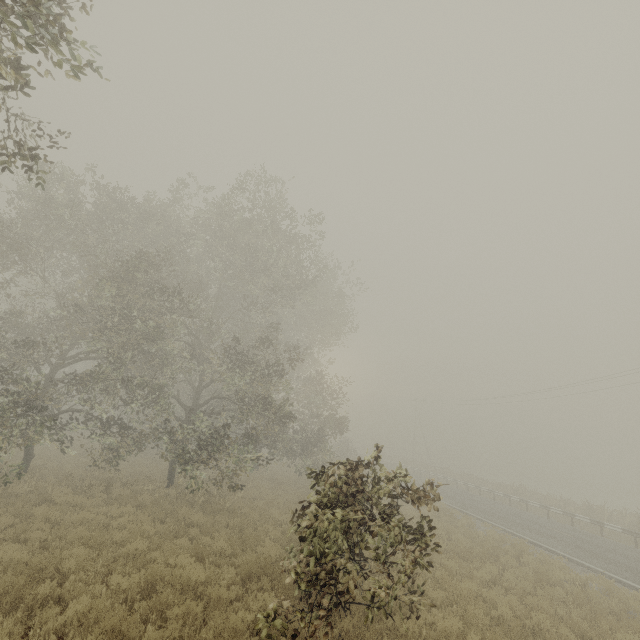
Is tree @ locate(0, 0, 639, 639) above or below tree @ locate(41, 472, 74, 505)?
above

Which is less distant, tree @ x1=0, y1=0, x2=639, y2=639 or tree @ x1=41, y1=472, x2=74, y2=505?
tree @ x1=0, y1=0, x2=639, y2=639

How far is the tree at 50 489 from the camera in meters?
11.7

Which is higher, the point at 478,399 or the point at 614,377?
the point at 614,377

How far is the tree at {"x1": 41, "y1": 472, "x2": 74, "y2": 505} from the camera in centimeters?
1173cm

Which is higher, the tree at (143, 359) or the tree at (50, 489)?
the tree at (143, 359)
